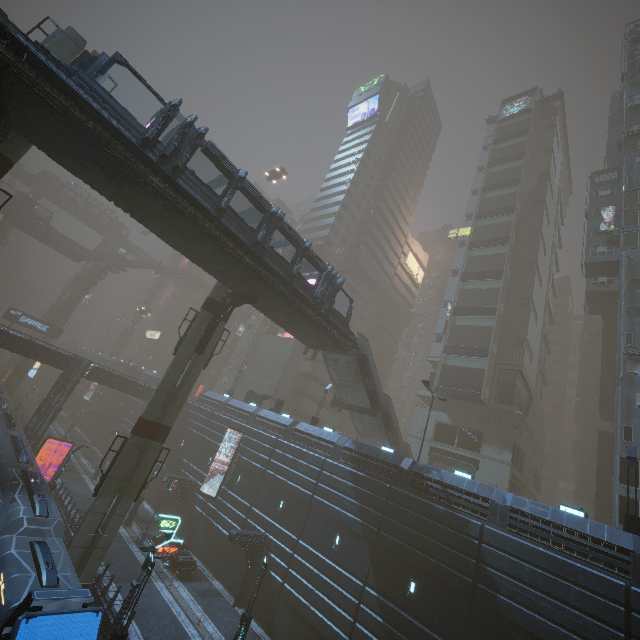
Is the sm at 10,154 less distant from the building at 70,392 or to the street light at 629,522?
the building at 70,392

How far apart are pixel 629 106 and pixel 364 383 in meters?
51.6 m

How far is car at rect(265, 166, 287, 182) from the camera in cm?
5041

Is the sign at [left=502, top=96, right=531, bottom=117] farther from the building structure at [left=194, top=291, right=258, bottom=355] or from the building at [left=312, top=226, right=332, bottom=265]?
the building structure at [left=194, top=291, right=258, bottom=355]

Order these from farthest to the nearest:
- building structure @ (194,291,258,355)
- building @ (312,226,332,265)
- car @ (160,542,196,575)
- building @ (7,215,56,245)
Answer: building @ (312,226,332,265) → building @ (7,215,56,245) → car @ (160,542,196,575) → building structure @ (194,291,258,355)

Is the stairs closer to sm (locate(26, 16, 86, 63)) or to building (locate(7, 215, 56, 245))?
building (locate(7, 215, 56, 245))

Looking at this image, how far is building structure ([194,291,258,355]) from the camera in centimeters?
2189cm

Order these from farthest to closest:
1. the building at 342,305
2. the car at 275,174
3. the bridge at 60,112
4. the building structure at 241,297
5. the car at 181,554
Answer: the building at 342,305 < the car at 275,174 < the car at 181,554 < the building structure at 241,297 < the bridge at 60,112
